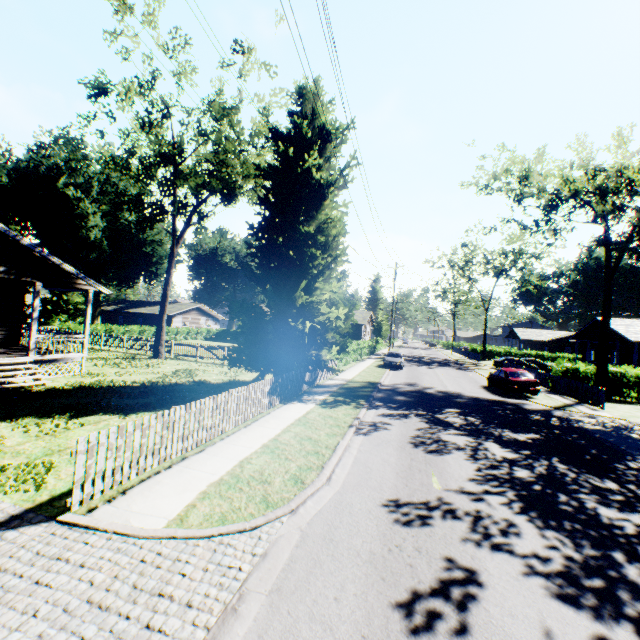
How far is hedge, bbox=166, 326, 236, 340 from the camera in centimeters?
4347cm

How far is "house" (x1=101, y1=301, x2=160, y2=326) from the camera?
51.3m

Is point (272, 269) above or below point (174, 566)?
above

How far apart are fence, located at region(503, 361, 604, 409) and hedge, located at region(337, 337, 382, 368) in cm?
1590

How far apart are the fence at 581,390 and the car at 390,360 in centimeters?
1091cm

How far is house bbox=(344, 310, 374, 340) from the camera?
47.8m

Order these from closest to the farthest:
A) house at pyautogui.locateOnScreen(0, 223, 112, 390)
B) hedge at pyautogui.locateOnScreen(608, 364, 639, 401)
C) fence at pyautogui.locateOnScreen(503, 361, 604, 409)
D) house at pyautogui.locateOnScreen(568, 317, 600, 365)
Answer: house at pyautogui.locateOnScreen(0, 223, 112, 390) → fence at pyautogui.locateOnScreen(503, 361, 604, 409) → hedge at pyautogui.locateOnScreen(608, 364, 639, 401) → house at pyautogui.locateOnScreen(568, 317, 600, 365)

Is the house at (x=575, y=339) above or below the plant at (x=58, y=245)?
below
